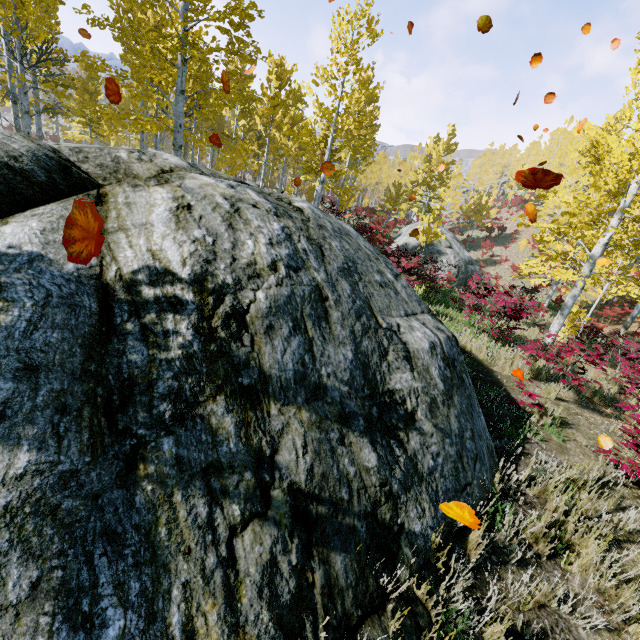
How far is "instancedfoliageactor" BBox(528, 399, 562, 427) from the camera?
5.0 meters

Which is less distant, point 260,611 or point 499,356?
point 260,611

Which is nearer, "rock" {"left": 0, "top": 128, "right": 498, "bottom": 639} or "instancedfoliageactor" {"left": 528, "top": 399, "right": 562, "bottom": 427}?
"rock" {"left": 0, "top": 128, "right": 498, "bottom": 639}

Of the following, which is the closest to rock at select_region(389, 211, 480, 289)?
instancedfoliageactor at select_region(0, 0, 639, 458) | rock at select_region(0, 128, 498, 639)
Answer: instancedfoliageactor at select_region(0, 0, 639, 458)

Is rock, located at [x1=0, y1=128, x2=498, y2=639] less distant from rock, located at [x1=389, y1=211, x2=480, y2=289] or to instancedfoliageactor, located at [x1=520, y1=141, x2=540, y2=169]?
instancedfoliageactor, located at [x1=520, y1=141, x2=540, y2=169]

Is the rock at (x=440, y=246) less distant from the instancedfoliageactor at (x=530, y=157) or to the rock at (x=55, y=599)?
the instancedfoliageactor at (x=530, y=157)

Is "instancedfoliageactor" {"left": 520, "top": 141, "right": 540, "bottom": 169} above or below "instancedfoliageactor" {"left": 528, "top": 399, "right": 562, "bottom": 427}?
above

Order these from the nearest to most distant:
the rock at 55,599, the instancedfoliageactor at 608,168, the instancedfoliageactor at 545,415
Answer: the rock at 55,599
the instancedfoliageactor at 545,415
the instancedfoliageactor at 608,168
